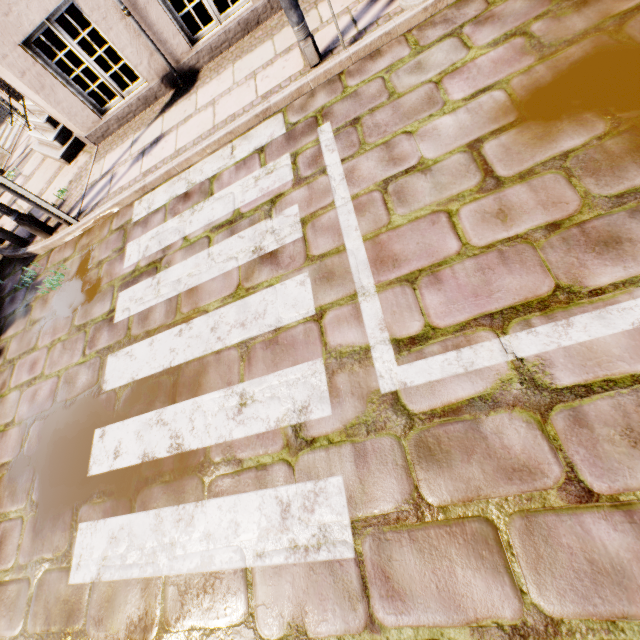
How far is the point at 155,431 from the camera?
2.7m

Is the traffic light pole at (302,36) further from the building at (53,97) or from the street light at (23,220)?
the street light at (23,220)

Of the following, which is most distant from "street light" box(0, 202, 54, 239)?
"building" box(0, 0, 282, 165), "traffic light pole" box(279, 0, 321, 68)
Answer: "traffic light pole" box(279, 0, 321, 68)

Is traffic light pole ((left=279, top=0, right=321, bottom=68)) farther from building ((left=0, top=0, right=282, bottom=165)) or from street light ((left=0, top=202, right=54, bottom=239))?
street light ((left=0, top=202, right=54, bottom=239))

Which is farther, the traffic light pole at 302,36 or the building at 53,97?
the building at 53,97

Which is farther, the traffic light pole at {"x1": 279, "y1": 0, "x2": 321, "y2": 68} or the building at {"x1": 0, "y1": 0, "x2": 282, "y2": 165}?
the building at {"x1": 0, "y1": 0, "x2": 282, "y2": 165}
